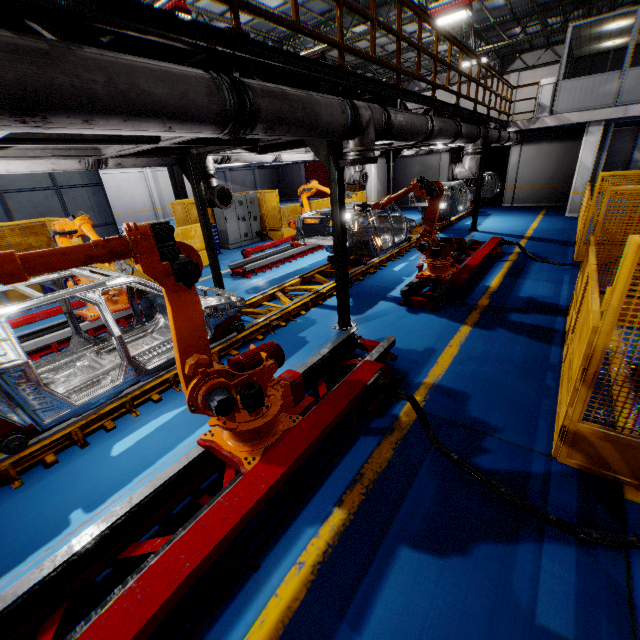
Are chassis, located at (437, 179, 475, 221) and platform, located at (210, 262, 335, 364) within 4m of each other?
yes

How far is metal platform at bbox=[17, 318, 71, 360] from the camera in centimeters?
608cm

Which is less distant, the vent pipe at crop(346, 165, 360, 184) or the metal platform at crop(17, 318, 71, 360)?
the metal platform at crop(17, 318, 71, 360)

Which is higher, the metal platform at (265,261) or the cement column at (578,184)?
the cement column at (578,184)

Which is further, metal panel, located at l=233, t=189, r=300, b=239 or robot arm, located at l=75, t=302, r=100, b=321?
metal panel, located at l=233, t=189, r=300, b=239

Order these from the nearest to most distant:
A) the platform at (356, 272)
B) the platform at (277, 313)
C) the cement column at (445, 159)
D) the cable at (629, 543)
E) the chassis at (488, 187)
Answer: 1. the cable at (629, 543)
2. the platform at (277, 313)
3. the platform at (356, 272)
4. the chassis at (488, 187)
5. the cement column at (445, 159)

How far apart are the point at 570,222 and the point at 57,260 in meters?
17.3

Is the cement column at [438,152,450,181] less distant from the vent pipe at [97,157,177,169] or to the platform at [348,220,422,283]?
the platform at [348,220,422,283]
